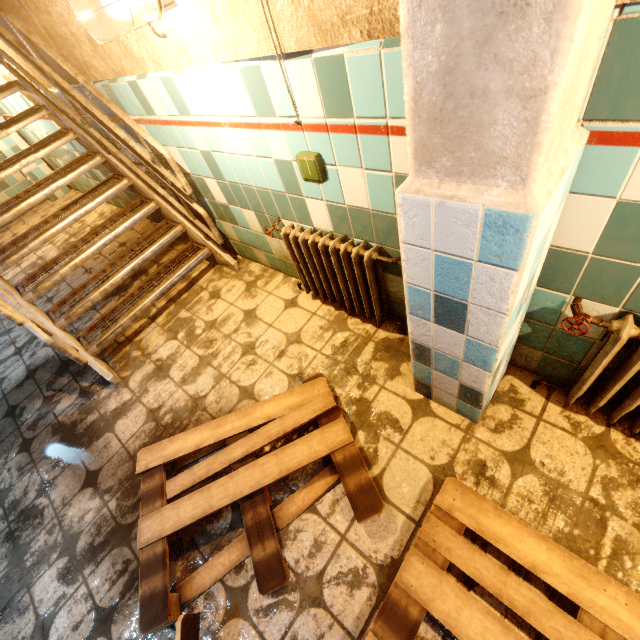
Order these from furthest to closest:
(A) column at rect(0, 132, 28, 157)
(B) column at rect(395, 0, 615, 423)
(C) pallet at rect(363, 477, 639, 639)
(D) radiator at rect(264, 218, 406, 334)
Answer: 1. (A) column at rect(0, 132, 28, 157)
2. (D) radiator at rect(264, 218, 406, 334)
3. (C) pallet at rect(363, 477, 639, 639)
4. (B) column at rect(395, 0, 615, 423)

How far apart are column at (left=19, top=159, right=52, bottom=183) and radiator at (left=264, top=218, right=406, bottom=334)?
5.8 meters

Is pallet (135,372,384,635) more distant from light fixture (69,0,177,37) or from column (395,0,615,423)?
light fixture (69,0,177,37)

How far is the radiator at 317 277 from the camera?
1.8m

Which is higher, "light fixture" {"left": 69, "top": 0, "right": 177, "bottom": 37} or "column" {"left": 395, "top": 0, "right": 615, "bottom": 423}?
"light fixture" {"left": 69, "top": 0, "right": 177, "bottom": 37}

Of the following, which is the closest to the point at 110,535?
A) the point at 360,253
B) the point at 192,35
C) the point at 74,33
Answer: the point at 360,253

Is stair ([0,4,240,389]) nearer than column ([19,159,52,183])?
Yes

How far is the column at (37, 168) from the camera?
5.3 meters
